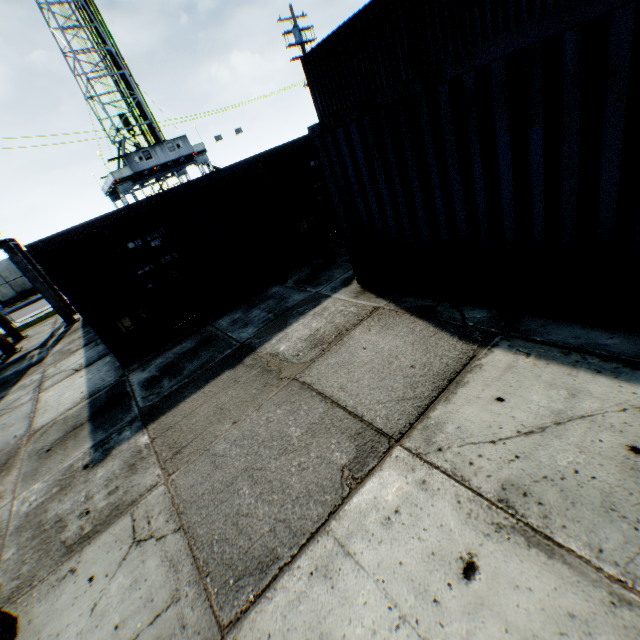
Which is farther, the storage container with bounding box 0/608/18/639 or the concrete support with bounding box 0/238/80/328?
the concrete support with bounding box 0/238/80/328

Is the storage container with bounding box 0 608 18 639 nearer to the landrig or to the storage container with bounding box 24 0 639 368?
the storage container with bounding box 24 0 639 368

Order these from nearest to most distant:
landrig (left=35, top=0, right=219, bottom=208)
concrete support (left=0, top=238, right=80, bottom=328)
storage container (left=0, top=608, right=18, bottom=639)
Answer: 1. storage container (left=0, top=608, right=18, bottom=639)
2. concrete support (left=0, top=238, right=80, bottom=328)
3. landrig (left=35, top=0, right=219, bottom=208)

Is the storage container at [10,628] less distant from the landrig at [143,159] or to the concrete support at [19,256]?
the concrete support at [19,256]

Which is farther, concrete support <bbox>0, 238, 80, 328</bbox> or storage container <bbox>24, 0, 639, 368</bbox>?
concrete support <bbox>0, 238, 80, 328</bbox>

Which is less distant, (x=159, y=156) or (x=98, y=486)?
(x=98, y=486)

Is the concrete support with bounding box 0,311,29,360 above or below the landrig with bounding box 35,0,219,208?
below
